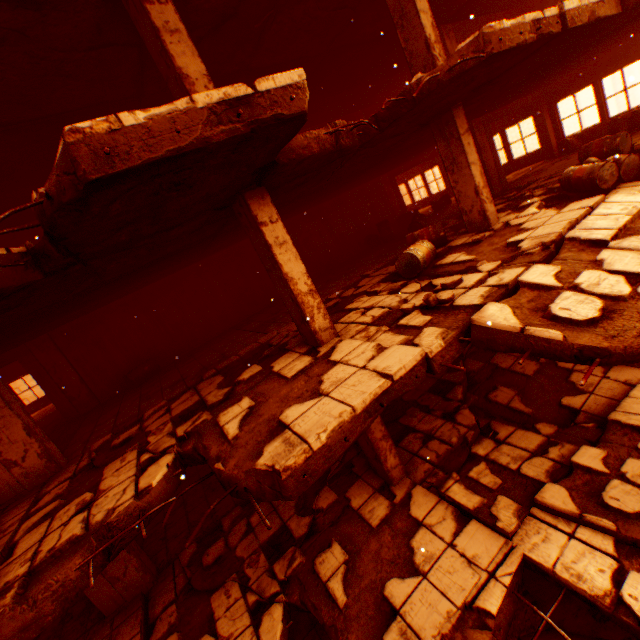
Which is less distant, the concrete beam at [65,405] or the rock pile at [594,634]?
the rock pile at [594,634]

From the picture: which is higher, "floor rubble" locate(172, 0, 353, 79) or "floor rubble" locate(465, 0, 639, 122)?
"floor rubble" locate(172, 0, 353, 79)

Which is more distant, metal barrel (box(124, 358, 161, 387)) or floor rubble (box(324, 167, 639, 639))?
metal barrel (box(124, 358, 161, 387))

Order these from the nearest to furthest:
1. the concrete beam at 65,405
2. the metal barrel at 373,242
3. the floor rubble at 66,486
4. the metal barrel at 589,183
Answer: the floor rubble at 66,486 → the metal barrel at 589,183 → the concrete beam at 65,405 → the metal barrel at 373,242

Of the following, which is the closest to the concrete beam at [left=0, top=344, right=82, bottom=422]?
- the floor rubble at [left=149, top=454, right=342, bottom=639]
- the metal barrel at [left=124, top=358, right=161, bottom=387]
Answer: the metal barrel at [left=124, top=358, right=161, bottom=387]

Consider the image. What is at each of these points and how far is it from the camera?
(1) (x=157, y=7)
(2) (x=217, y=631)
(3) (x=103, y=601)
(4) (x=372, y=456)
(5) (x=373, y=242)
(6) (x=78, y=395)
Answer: (1) pillar, 4.1m
(2) floor rubble, 5.2m
(3) concrete beam, 6.2m
(4) pillar, 6.1m
(5) metal barrel, 13.6m
(6) pillar, 10.0m

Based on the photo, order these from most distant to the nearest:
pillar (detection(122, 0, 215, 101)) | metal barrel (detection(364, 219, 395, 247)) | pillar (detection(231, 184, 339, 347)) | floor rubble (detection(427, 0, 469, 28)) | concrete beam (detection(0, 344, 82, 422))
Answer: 1. metal barrel (detection(364, 219, 395, 247))
2. concrete beam (detection(0, 344, 82, 422))
3. floor rubble (detection(427, 0, 469, 28))
4. pillar (detection(231, 184, 339, 347))
5. pillar (detection(122, 0, 215, 101))

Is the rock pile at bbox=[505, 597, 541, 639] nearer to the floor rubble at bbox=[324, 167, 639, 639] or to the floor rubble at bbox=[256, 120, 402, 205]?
the floor rubble at bbox=[324, 167, 639, 639]
